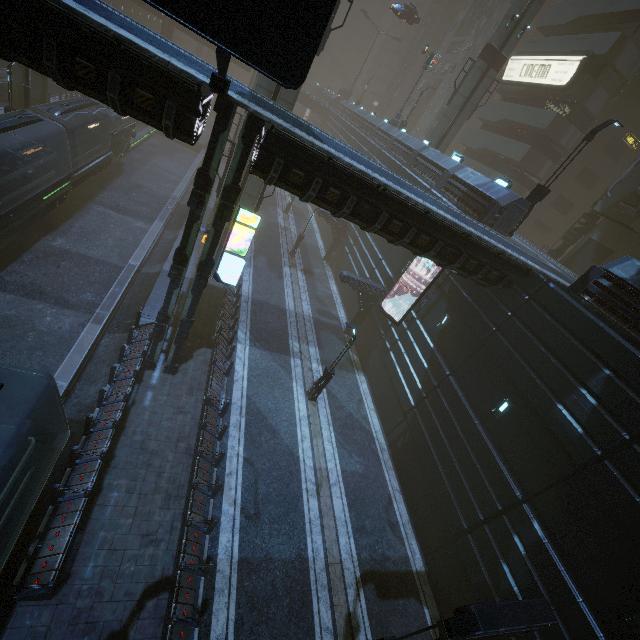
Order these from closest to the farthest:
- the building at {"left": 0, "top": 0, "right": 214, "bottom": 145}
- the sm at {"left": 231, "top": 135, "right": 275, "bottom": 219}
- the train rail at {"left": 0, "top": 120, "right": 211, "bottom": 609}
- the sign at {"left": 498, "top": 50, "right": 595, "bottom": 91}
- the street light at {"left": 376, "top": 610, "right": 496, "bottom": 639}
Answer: the building at {"left": 0, "top": 0, "right": 214, "bottom": 145} → the street light at {"left": 376, "top": 610, "right": 496, "bottom": 639} → the train rail at {"left": 0, "top": 120, "right": 211, "bottom": 609} → the sm at {"left": 231, "top": 135, "right": 275, "bottom": 219} → the sign at {"left": 498, "top": 50, "right": 595, "bottom": 91}

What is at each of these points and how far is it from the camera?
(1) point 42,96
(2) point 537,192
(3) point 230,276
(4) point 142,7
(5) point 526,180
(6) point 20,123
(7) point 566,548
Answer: (1) sm, 23.8 meters
(2) street light, 17.8 meters
(3) sign, 12.6 meters
(4) building, 45.7 meters
(5) building, 32.5 meters
(6) train, 16.2 meters
(7) building, 10.2 meters

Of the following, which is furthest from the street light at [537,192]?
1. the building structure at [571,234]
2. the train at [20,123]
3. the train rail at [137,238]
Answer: the train at [20,123]

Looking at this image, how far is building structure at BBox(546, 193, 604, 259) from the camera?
24.3m

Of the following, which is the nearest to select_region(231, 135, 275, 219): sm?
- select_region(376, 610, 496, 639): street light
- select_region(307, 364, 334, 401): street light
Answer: select_region(307, 364, 334, 401): street light

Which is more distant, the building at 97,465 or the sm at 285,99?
the sm at 285,99

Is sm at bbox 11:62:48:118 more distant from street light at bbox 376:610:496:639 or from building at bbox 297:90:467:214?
street light at bbox 376:610:496:639

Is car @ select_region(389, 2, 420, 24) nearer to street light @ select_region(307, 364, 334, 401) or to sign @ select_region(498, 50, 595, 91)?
sign @ select_region(498, 50, 595, 91)
